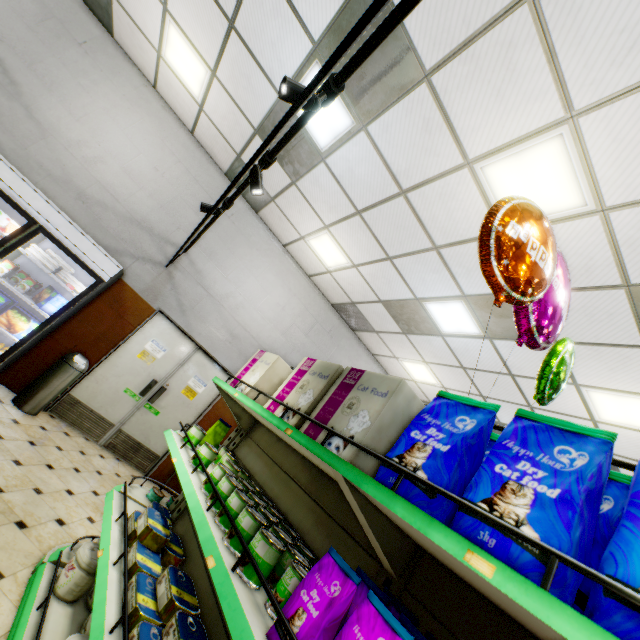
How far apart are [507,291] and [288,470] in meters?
1.9

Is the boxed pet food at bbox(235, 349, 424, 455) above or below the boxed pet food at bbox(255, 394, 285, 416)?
above

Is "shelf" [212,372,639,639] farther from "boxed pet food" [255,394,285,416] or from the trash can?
the trash can

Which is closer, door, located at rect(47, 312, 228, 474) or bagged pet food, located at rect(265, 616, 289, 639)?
bagged pet food, located at rect(265, 616, 289, 639)

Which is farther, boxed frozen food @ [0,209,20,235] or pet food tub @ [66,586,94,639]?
boxed frozen food @ [0,209,20,235]

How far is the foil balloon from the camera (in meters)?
1.63

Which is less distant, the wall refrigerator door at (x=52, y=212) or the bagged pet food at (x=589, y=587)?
the bagged pet food at (x=589, y=587)

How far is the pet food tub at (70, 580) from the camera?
2.2 meters
